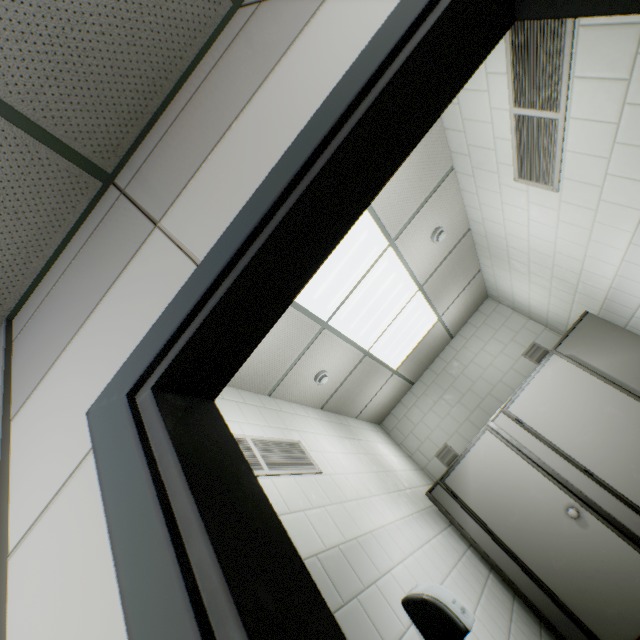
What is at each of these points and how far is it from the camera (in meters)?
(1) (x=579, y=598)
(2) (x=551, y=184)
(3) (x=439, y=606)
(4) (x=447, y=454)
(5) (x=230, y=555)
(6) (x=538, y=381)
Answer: (1) door, 2.81
(2) ventilation grill, 2.34
(3) hand dryer, 1.77
(4) ventilation grill, 4.80
(5) door, 0.54
(6) door, 3.48

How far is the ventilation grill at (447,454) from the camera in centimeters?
475cm

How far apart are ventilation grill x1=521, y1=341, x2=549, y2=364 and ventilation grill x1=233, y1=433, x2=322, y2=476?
3.8m

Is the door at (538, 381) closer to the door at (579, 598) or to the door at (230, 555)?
the door at (579, 598)

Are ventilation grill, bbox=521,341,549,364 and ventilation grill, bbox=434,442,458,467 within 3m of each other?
yes

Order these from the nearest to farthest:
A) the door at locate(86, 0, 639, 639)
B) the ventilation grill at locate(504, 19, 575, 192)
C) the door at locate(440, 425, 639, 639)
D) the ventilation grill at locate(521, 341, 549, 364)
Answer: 1. the door at locate(86, 0, 639, 639)
2. the ventilation grill at locate(504, 19, 575, 192)
3. the door at locate(440, 425, 639, 639)
4. the ventilation grill at locate(521, 341, 549, 364)

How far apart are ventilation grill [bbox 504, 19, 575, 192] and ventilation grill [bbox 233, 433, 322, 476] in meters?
2.8

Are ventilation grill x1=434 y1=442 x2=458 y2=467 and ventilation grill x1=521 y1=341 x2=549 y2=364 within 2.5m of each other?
yes
